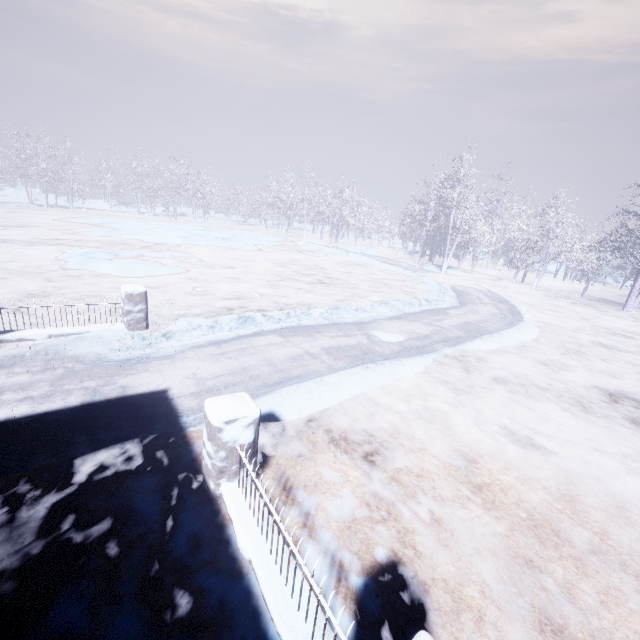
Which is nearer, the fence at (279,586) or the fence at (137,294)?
the fence at (279,586)

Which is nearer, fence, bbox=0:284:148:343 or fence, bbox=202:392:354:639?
fence, bbox=202:392:354:639

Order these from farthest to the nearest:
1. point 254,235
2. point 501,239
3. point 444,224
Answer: point 254,235
point 444,224
point 501,239
